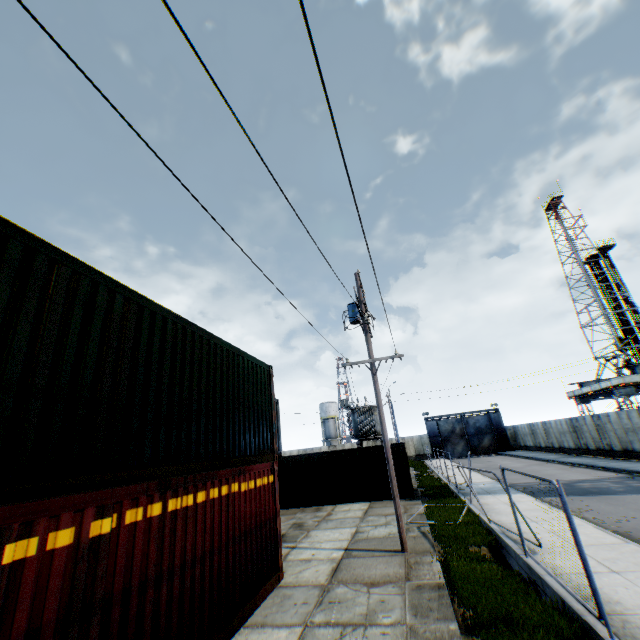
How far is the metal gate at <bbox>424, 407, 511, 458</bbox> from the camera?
47.59m

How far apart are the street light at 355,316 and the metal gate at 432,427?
42.5 meters

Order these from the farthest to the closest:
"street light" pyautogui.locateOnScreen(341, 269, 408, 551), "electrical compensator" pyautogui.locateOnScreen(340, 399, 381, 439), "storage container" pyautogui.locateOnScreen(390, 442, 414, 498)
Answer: "electrical compensator" pyautogui.locateOnScreen(340, 399, 381, 439) < "storage container" pyautogui.locateOnScreen(390, 442, 414, 498) < "street light" pyautogui.locateOnScreen(341, 269, 408, 551)

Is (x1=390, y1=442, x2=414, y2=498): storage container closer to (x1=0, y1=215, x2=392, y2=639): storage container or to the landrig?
(x1=0, y1=215, x2=392, y2=639): storage container

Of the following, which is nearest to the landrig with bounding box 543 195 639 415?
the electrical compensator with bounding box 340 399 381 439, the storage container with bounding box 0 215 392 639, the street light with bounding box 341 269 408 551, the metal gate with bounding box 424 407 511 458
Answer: the metal gate with bounding box 424 407 511 458

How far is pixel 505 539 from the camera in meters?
9.9

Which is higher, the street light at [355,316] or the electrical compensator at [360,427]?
the street light at [355,316]

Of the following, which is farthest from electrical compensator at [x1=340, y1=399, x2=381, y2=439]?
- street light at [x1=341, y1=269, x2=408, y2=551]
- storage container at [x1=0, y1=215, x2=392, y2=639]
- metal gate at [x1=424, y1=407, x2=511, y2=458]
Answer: metal gate at [x1=424, y1=407, x2=511, y2=458]
